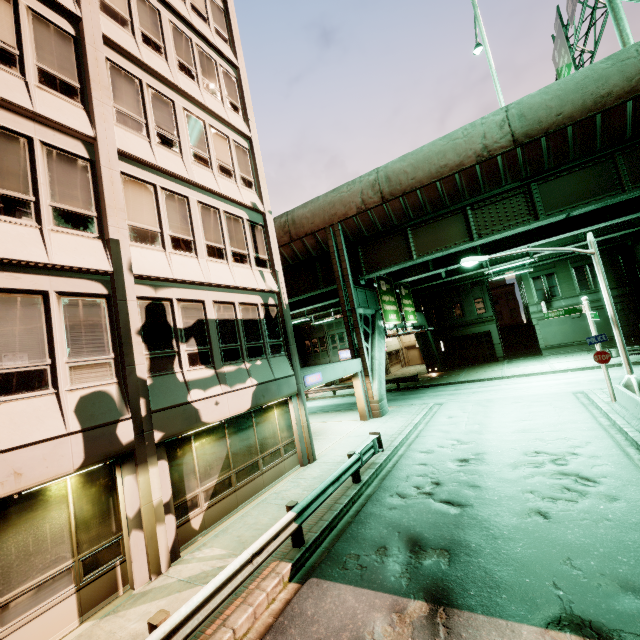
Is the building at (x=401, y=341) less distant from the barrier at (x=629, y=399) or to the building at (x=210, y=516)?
the building at (x=210, y=516)

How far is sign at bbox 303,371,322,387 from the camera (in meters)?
14.47

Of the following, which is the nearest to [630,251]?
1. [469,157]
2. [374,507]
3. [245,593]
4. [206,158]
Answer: [469,157]

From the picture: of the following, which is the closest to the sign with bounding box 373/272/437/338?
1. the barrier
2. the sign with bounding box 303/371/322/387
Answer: the sign with bounding box 303/371/322/387

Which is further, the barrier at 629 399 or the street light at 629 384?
the street light at 629 384

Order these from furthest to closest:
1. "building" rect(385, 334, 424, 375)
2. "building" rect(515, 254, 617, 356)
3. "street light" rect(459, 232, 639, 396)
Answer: "building" rect(385, 334, 424, 375) → "building" rect(515, 254, 617, 356) → "street light" rect(459, 232, 639, 396)

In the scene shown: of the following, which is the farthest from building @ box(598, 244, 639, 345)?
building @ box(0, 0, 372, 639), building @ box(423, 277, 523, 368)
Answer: building @ box(0, 0, 372, 639)

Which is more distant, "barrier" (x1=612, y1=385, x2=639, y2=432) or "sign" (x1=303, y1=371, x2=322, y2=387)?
"sign" (x1=303, y1=371, x2=322, y2=387)
